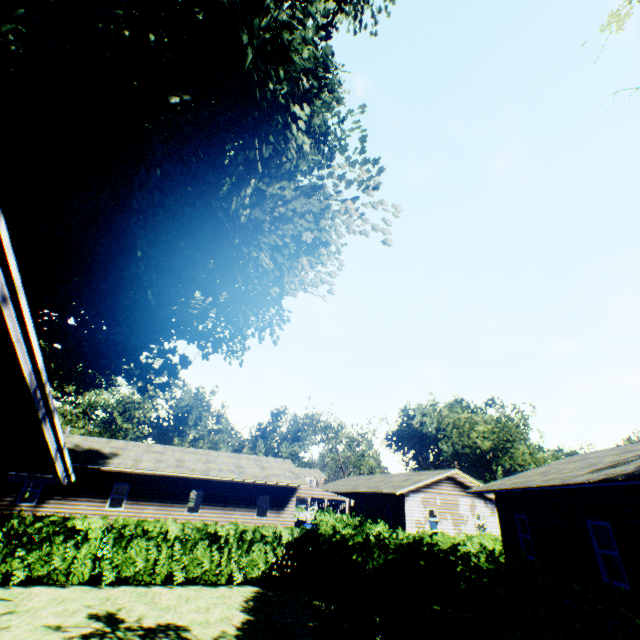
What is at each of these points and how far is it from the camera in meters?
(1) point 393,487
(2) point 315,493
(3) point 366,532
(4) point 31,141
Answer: (1) house, 27.6
(2) car, 26.4
(3) hedge, 7.7
(4) plant, 5.8

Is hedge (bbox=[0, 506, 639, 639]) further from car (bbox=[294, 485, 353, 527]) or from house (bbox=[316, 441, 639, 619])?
car (bbox=[294, 485, 353, 527])

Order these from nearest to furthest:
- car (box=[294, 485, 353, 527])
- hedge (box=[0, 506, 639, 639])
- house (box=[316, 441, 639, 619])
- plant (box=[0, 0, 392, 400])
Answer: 1. hedge (box=[0, 506, 639, 639])
2. plant (box=[0, 0, 392, 400])
3. house (box=[316, 441, 639, 619])
4. car (box=[294, 485, 353, 527])

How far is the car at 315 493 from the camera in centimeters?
2623cm

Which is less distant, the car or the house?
the house

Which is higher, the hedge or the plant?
the plant

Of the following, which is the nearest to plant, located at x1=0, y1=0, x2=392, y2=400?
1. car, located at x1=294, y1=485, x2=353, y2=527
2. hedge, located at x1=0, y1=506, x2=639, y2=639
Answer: hedge, located at x1=0, y1=506, x2=639, y2=639

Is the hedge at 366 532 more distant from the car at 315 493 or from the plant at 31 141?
the plant at 31 141
